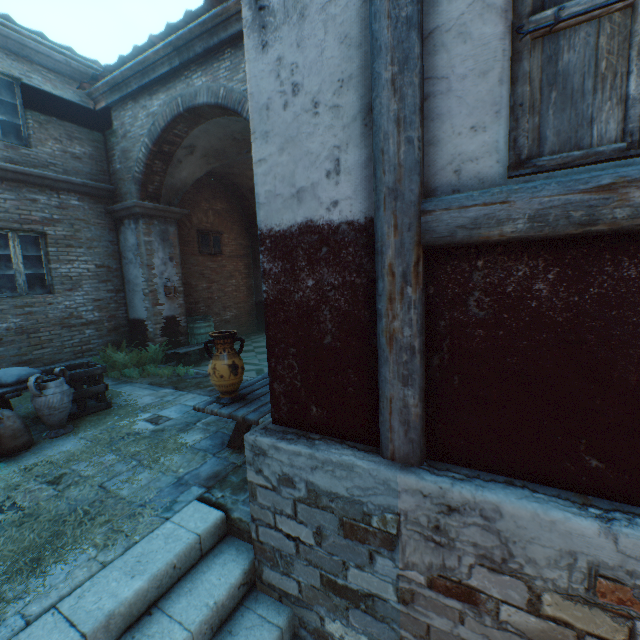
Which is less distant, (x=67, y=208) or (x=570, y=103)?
(x=570, y=103)

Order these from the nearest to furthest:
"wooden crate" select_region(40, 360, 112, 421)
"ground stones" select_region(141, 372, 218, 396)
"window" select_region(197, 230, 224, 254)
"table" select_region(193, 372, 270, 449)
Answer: "table" select_region(193, 372, 270, 449)
"wooden crate" select_region(40, 360, 112, 421)
"ground stones" select_region(141, 372, 218, 396)
"window" select_region(197, 230, 224, 254)

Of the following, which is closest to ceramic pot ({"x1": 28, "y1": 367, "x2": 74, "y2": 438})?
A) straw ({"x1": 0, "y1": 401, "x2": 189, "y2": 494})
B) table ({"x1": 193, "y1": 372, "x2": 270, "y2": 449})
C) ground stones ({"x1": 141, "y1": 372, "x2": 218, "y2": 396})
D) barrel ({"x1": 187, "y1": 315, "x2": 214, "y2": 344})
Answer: straw ({"x1": 0, "y1": 401, "x2": 189, "y2": 494})

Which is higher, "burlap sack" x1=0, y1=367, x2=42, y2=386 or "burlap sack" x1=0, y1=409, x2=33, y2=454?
"burlap sack" x1=0, y1=367, x2=42, y2=386

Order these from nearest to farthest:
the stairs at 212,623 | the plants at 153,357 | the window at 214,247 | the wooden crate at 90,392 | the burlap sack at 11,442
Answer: the stairs at 212,623 < the burlap sack at 11,442 < the wooden crate at 90,392 < the plants at 153,357 < the window at 214,247

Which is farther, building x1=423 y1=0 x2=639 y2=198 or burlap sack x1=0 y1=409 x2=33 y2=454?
burlap sack x1=0 y1=409 x2=33 y2=454

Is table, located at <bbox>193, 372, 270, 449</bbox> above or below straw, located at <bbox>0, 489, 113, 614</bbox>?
above

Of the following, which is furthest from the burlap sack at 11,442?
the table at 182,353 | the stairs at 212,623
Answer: the table at 182,353
